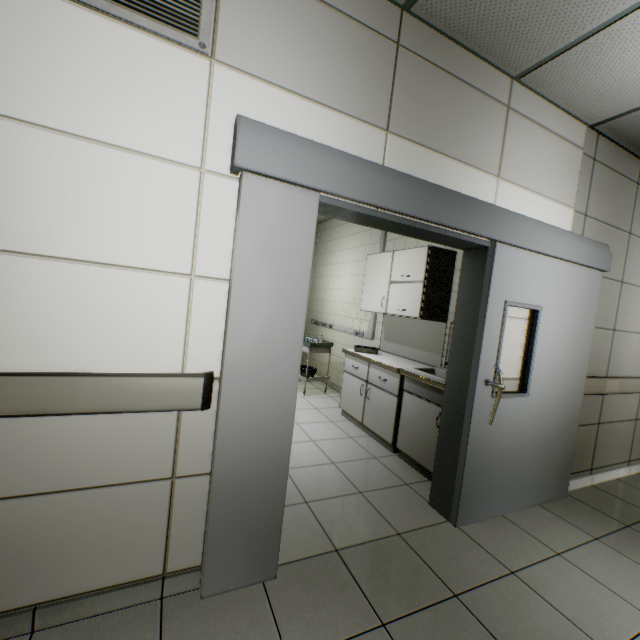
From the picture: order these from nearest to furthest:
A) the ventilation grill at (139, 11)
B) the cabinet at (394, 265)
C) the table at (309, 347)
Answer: the ventilation grill at (139, 11)
the cabinet at (394, 265)
the table at (309, 347)

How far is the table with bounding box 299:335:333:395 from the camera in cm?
523

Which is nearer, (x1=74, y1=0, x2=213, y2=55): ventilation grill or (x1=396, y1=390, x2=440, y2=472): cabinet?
(x1=74, y1=0, x2=213, y2=55): ventilation grill

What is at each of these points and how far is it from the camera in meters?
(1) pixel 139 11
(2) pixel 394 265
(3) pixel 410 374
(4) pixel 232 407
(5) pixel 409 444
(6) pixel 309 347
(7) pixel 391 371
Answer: (1) ventilation grill, 1.3 m
(2) cabinet, 3.9 m
(3) sink, 3.2 m
(4) doorway, 1.6 m
(5) cabinet, 3.3 m
(6) table, 5.2 m
(7) laboratory table, 3.6 m

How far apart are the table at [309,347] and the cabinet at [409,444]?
2.13m

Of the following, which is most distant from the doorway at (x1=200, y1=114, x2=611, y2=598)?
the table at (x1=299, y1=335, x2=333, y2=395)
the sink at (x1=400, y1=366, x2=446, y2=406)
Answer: the table at (x1=299, y1=335, x2=333, y2=395)

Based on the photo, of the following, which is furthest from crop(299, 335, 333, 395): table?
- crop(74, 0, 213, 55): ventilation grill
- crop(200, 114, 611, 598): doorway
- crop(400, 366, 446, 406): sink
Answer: crop(74, 0, 213, 55): ventilation grill

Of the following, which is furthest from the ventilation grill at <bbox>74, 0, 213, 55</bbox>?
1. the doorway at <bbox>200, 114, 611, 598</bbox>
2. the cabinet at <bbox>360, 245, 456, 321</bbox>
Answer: the cabinet at <bbox>360, 245, 456, 321</bbox>
